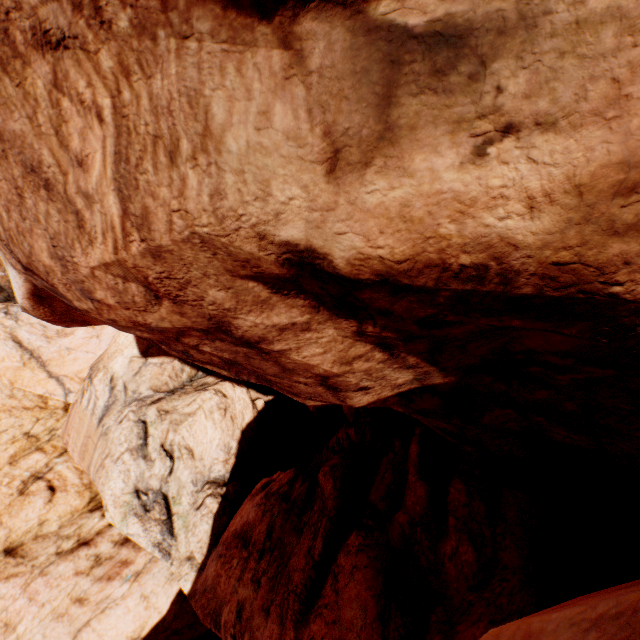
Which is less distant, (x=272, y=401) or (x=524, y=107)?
(x=524, y=107)
